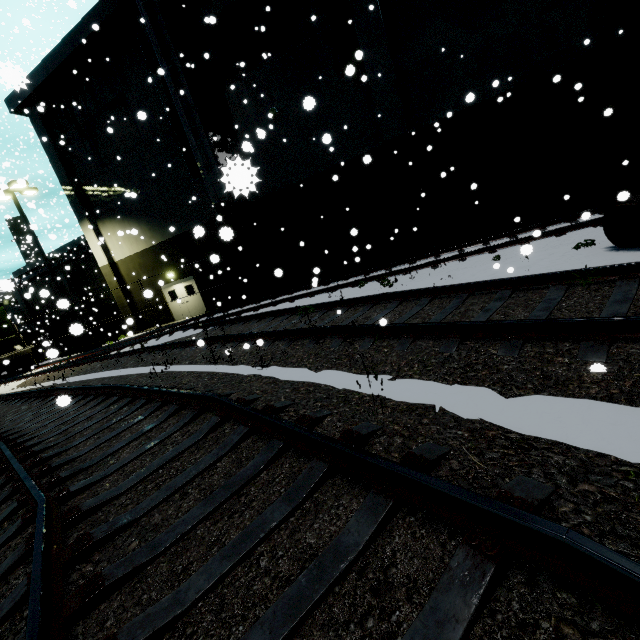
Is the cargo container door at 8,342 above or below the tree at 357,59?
below

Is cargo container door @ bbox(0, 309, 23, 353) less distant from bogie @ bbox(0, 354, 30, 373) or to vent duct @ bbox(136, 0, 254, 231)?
bogie @ bbox(0, 354, 30, 373)

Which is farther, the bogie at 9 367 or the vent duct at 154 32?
the bogie at 9 367

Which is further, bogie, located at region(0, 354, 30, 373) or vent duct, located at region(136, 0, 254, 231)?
bogie, located at region(0, 354, 30, 373)

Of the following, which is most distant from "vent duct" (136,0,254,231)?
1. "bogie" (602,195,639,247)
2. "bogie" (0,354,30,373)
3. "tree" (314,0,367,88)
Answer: "bogie" (602,195,639,247)

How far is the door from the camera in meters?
20.3 m

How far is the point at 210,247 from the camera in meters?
18.7

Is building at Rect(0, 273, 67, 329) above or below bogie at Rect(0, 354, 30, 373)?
above
